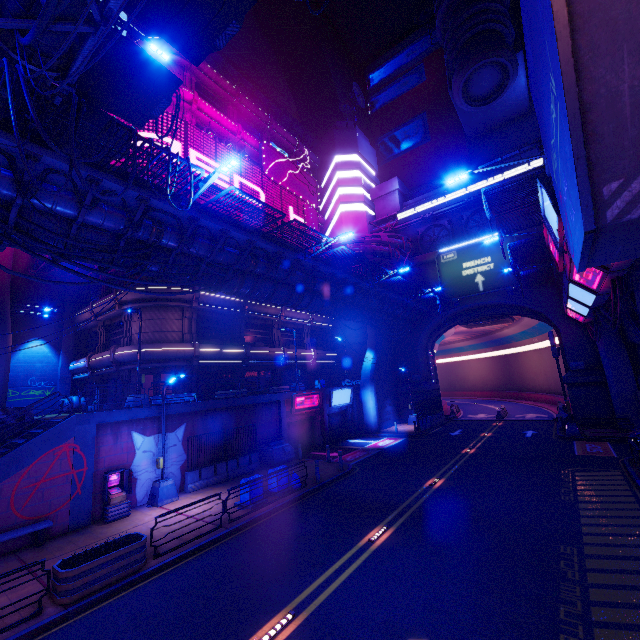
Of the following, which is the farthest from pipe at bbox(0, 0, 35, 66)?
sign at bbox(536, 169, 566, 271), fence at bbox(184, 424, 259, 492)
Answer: fence at bbox(184, 424, 259, 492)

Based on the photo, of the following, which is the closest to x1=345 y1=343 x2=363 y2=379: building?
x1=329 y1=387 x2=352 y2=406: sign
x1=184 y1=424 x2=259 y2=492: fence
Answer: x1=329 y1=387 x2=352 y2=406: sign

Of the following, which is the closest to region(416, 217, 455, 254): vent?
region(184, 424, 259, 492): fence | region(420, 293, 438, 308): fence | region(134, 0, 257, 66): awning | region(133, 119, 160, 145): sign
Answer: region(420, 293, 438, 308): fence

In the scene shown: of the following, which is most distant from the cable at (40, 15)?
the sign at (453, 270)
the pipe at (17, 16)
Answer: the sign at (453, 270)

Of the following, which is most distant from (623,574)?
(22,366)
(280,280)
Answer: (22,366)

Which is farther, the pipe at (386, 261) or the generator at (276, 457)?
the pipe at (386, 261)

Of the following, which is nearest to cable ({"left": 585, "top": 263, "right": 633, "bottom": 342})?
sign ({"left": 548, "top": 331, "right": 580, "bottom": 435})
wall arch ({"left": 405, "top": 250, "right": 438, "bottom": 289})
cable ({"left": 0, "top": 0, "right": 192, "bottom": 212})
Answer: sign ({"left": 548, "top": 331, "right": 580, "bottom": 435})

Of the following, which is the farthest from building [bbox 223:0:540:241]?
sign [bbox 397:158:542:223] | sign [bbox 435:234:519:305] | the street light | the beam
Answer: the street light
